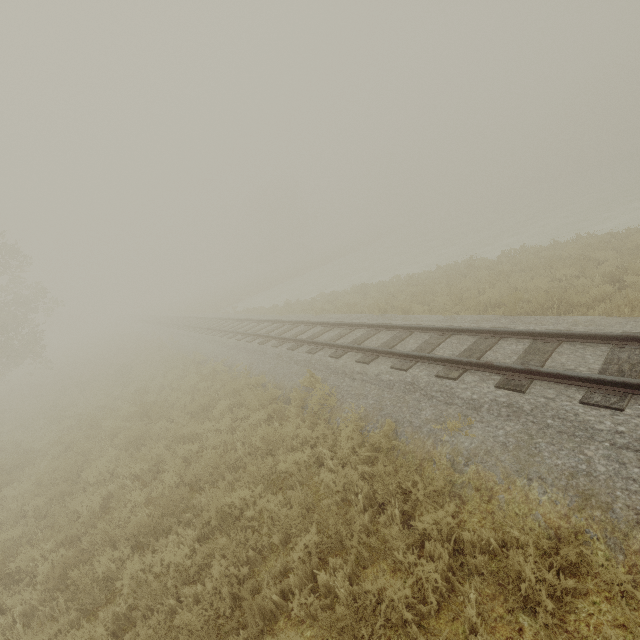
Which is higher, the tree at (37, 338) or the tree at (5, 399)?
the tree at (37, 338)

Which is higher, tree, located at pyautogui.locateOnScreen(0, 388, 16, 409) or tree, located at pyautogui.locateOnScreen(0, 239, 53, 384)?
tree, located at pyautogui.locateOnScreen(0, 239, 53, 384)

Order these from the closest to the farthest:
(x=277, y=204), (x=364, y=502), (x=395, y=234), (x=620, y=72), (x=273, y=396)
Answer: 1. (x=364, y=502)
2. (x=273, y=396)
3. (x=620, y=72)
4. (x=277, y=204)
5. (x=395, y=234)
